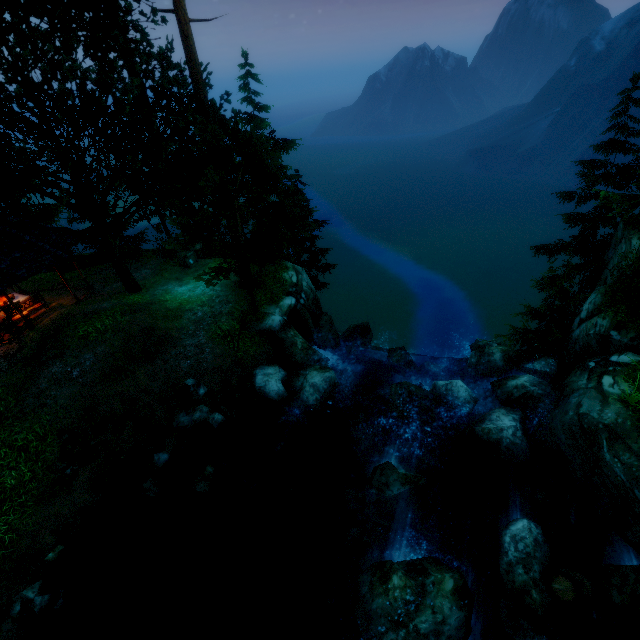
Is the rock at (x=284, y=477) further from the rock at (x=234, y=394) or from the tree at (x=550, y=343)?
the tree at (x=550, y=343)

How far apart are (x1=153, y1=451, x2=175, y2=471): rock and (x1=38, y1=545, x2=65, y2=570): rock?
2.9m

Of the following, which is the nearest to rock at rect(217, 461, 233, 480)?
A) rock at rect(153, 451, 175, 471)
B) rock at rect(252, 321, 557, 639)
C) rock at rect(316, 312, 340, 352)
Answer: rock at rect(153, 451, 175, 471)

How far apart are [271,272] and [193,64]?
9.7m

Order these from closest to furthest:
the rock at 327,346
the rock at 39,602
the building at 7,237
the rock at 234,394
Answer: the rock at 39,602 < the rock at 234,394 < the building at 7,237 < the rock at 327,346

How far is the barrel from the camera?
7.0m

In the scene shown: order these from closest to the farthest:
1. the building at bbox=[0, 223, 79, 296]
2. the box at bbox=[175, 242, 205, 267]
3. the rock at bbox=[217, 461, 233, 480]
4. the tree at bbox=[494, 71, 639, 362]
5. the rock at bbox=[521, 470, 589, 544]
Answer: the rock at bbox=[521, 470, 589, 544] → the rock at bbox=[217, 461, 233, 480] → the building at bbox=[0, 223, 79, 296] → the tree at bbox=[494, 71, 639, 362] → the box at bbox=[175, 242, 205, 267]

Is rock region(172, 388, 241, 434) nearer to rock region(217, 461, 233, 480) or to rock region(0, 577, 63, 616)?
rock region(217, 461, 233, 480)
